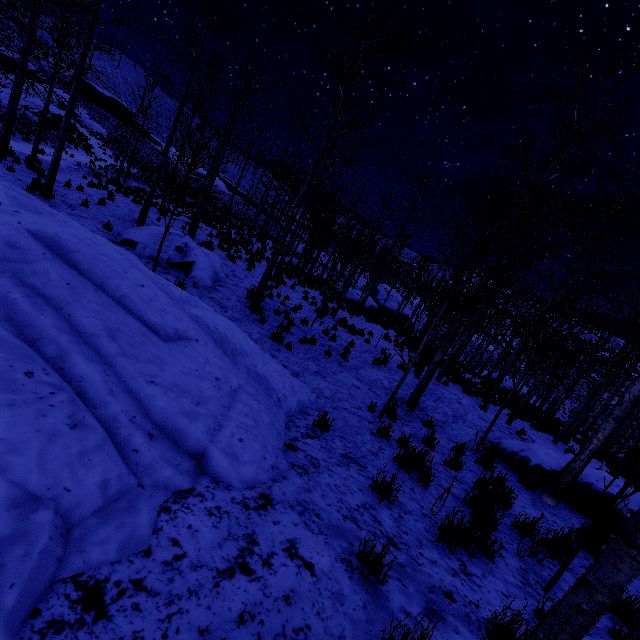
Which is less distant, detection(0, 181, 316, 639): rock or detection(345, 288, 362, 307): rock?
detection(0, 181, 316, 639): rock

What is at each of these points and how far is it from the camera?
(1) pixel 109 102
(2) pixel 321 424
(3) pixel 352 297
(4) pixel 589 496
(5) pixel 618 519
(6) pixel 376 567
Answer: (1) rock, 52.72m
(2) instancedfoliageactor, 5.04m
(3) rock, 25.00m
(4) rock, 6.50m
(5) rock, 6.20m
(6) instancedfoliageactor, 2.32m

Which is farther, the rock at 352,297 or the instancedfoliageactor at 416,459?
the rock at 352,297

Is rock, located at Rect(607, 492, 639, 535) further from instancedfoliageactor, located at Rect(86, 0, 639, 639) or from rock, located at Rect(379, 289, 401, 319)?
rock, located at Rect(379, 289, 401, 319)

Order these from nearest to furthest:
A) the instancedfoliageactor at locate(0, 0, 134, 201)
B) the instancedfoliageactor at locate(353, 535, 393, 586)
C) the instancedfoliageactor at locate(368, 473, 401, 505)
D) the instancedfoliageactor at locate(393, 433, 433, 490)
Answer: the instancedfoliageactor at locate(353, 535, 393, 586) → the instancedfoliageactor at locate(368, 473, 401, 505) → the instancedfoliageactor at locate(393, 433, 433, 490) → the instancedfoliageactor at locate(0, 0, 134, 201)

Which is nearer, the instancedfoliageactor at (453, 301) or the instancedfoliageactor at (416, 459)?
the instancedfoliageactor at (453, 301)

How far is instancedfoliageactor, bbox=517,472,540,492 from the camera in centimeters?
647cm

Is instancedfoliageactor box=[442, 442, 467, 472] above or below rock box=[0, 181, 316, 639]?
below
